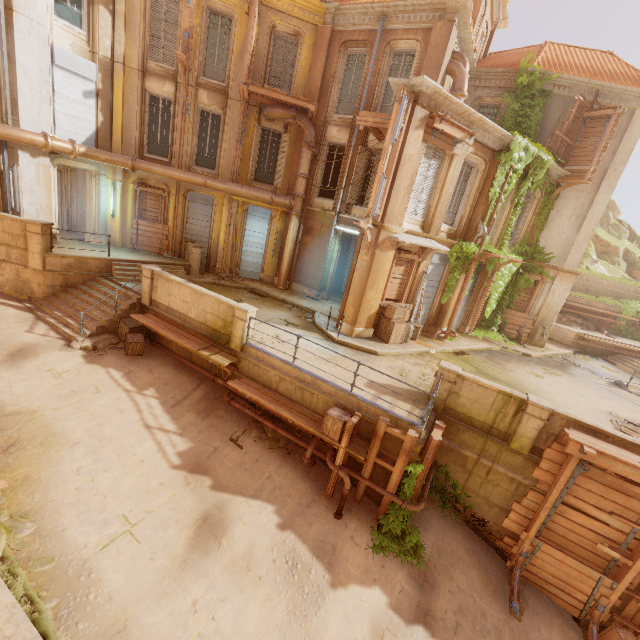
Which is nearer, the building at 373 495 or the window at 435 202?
the building at 373 495

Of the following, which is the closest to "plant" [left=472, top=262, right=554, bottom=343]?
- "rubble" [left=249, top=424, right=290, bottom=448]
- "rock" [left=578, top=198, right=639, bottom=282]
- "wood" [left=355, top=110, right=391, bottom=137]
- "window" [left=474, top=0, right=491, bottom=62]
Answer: "window" [left=474, top=0, right=491, bottom=62]

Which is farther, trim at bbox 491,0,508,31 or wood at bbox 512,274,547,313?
wood at bbox 512,274,547,313

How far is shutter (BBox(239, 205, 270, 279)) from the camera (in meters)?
17.22

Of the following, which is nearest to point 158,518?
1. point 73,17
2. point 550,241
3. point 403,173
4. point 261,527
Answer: point 261,527

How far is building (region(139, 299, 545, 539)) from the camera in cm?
880

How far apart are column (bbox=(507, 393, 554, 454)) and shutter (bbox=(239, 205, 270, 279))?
13.9 meters

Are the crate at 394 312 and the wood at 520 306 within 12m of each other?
yes
